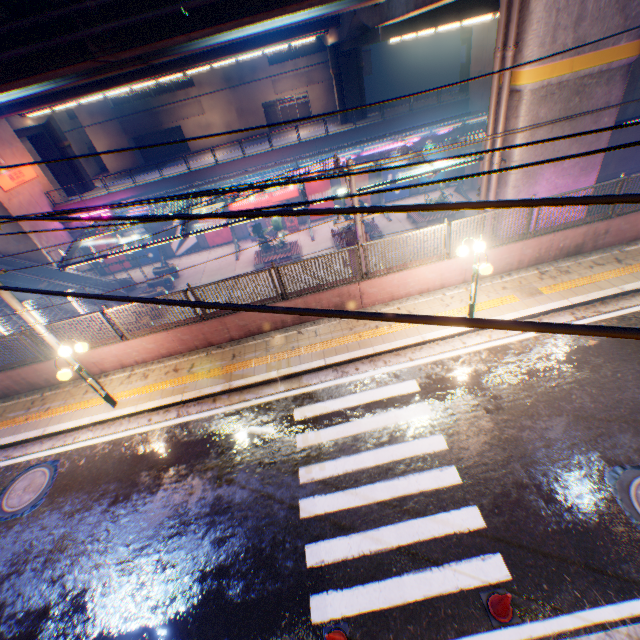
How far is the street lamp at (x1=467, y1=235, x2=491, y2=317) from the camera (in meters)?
7.51

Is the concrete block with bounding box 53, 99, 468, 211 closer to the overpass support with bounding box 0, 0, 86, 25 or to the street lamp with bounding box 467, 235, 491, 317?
the overpass support with bounding box 0, 0, 86, 25

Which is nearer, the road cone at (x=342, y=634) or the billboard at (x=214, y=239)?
the road cone at (x=342, y=634)

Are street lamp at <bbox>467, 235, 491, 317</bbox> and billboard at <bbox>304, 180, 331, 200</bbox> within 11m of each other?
no

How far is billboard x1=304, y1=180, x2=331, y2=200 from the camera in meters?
29.8

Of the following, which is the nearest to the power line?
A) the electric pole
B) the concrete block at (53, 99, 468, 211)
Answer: the electric pole

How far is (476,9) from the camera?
10.9 meters

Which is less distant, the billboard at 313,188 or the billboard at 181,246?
the billboard at 313,188
